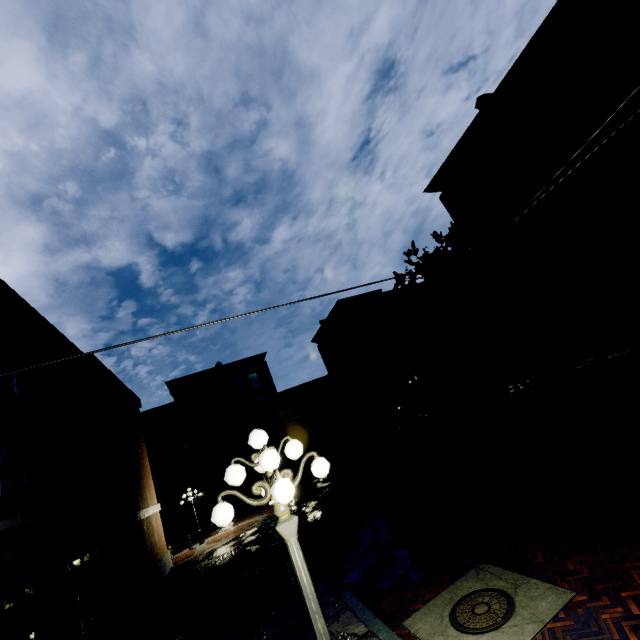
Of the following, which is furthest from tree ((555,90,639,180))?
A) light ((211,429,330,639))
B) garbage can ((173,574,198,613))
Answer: garbage can ((173,574,198,613))

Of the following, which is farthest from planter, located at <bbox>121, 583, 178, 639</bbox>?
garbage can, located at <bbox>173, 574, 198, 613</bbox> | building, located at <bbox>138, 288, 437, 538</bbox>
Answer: building, located at <bbox>138, 288, 437, 538</bbox>

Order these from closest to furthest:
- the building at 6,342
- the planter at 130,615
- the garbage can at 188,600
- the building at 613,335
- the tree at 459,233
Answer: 1. the building at 6,342
2. the planter at 130,615
3. the garbage can at 188,600
4. the building at 613,335
5. the tree at 459,233

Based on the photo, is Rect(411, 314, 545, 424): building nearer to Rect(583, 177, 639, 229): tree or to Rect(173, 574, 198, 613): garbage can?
Rect(583, 177, 639, 229): tree

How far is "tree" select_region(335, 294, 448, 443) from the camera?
20.34m

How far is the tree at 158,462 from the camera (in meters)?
29.48

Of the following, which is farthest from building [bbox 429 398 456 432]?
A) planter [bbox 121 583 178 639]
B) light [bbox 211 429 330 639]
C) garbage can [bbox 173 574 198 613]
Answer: light [bbox 211 429 330 639]

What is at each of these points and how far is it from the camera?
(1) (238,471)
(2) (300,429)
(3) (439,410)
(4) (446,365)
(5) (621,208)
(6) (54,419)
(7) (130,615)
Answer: (1) light, 3.8m
(2) building, 36.8m
(3) building, 23.3m
(4) building, 24.1m
(5) tree, 9.1m
(6) building, 9.6m
(7) planter, 10.0m
